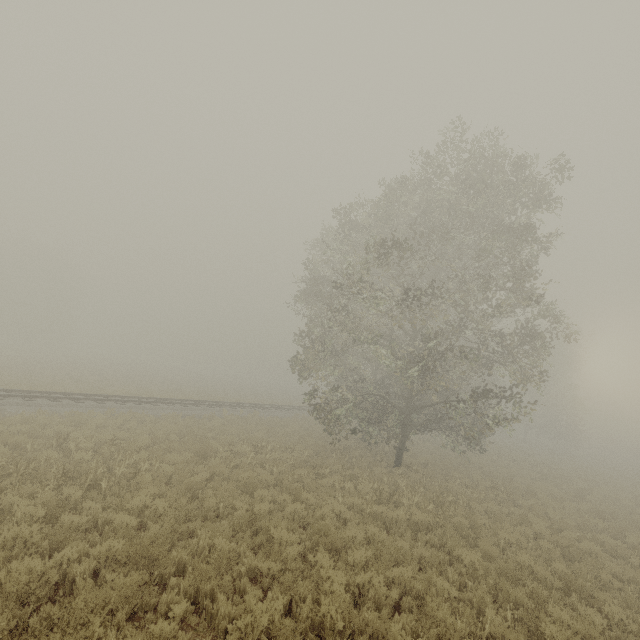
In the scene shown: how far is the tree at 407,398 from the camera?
13.44m

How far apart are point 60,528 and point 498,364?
34.2m

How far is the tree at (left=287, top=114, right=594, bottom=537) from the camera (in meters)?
13.44
